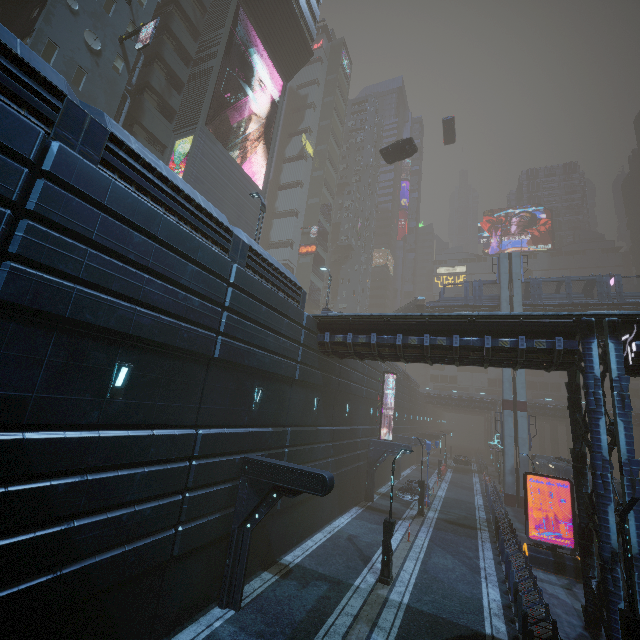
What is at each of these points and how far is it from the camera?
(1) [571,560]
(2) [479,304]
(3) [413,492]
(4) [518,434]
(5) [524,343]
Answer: (1) sign, 17.22m
(2) bridge, 38.12m
(3) car, 28.56m
(4) sm, 32.31m
(5) building, 13.98m

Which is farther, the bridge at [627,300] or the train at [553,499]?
the bridge at [627,300]

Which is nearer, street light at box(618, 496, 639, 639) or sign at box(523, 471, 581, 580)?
street light at box(618, 496, 639, 639)

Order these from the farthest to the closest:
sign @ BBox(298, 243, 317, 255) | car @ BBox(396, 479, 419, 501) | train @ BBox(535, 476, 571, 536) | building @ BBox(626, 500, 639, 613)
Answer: sign @ BBox(298, 243, 317, 255) → car @ BBox(396, 479, 419, 501) → train @ BBox(535, 476, 571, 536) → building @ BBox(626, 500, 639, 613)

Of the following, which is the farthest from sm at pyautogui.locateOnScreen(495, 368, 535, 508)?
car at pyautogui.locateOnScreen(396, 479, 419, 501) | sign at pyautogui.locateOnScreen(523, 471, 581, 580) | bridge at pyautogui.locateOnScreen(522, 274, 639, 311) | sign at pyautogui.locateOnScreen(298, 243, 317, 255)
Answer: sign at pyautogui.locateOnScreen(298, 243, 317, 255)

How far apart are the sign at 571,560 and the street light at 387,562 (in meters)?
9.11

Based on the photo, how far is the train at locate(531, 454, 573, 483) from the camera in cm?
2653

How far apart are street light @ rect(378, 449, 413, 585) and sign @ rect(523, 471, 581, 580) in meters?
9.1
